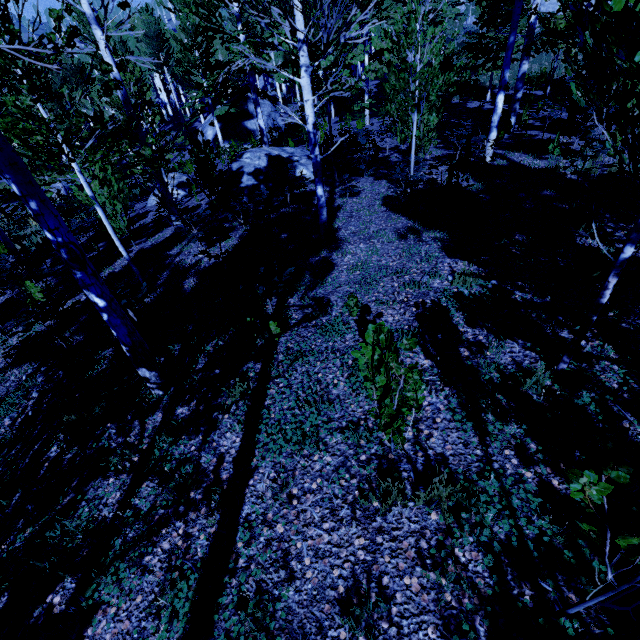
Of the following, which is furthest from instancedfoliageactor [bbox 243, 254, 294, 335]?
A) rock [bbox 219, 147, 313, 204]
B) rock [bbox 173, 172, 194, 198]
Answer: rock [bbox 173, 172, 194, 198]

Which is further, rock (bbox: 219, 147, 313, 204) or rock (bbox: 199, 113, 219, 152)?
rock (bbox: 199, 113, 219, 152)

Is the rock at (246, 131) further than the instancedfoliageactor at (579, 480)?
Yes

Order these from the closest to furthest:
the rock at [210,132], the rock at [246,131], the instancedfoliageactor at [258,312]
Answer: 1. the instancedfoliageactor at [258,312]
2. the rock at [246,131]
3. the rock at [210,132]

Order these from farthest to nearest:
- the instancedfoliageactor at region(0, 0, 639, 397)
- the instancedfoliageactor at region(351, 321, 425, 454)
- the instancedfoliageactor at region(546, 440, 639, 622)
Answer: the instancedfoliageactor at region(0, 0, 639, 397)
the instancedfoliageactor at region(351, 321, 425, 454)
the instancedfoliageactor at region(546, 440, 639, 622)

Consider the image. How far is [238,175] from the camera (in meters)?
12.70

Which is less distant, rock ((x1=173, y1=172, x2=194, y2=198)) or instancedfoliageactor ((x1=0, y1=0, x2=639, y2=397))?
instancedfoliageactor ((x1=0, y1=0, x2=639, y2=397))
